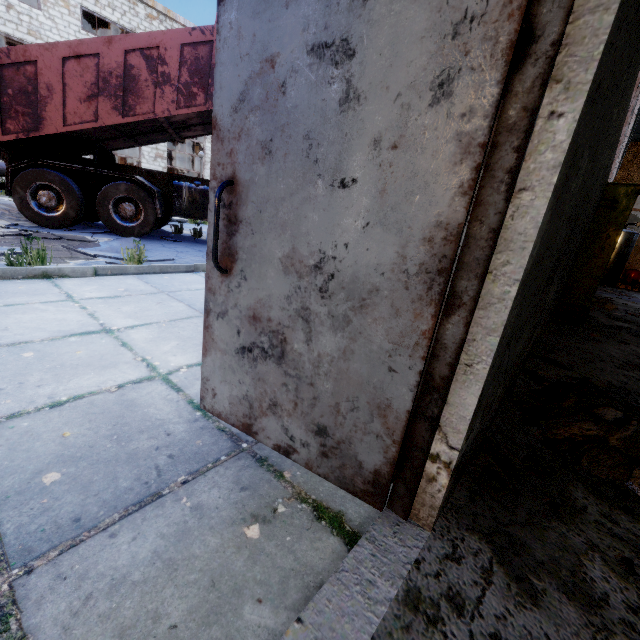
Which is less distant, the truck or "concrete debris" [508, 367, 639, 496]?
"concrete debris" [508, 367, 639, 496]

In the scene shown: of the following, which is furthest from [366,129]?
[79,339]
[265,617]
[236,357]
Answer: [79,339]

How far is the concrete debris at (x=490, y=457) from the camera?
1.63m

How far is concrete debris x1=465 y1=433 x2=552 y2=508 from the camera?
1.6 meters

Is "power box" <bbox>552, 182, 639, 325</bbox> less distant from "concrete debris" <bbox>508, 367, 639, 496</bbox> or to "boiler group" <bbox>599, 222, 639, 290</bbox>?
"concrete debris" <bbox>508, 367, 639, 496</bbox>

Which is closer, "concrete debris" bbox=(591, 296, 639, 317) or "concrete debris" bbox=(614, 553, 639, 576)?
"concrete debris" bbox=(614, 553, 639, 576)

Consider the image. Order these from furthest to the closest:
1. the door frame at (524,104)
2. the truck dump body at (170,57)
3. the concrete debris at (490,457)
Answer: the truck dump body at (170,57)
the concrete debris at (490,457)
the door frame at (524,104)

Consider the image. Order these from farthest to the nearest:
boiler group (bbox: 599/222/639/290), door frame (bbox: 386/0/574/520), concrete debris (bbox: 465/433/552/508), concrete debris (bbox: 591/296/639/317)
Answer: boiler group (bbox: 599/222/639/290)
concrete debris (bbox: 591/296/639/317)
concrete debris (bbox: 465/433/552/508)
door frame (bbox: 386/0/574/520)
